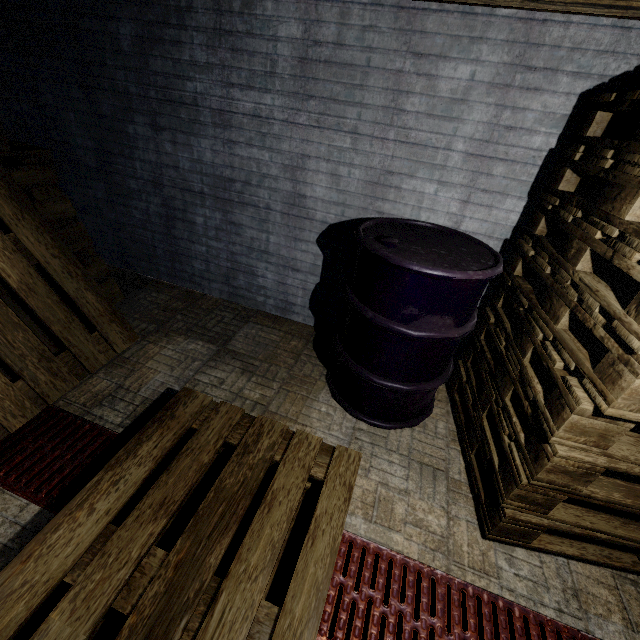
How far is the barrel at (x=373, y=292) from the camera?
1.43m

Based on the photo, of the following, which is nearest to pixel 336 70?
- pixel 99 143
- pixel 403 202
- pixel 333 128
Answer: pixel 333 128

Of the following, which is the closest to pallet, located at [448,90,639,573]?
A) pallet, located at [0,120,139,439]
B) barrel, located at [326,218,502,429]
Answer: barrel, located at [326,218,502,429]

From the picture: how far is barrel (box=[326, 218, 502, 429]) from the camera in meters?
1.4

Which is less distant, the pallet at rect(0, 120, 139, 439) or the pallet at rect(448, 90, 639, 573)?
the pallet at rect(448, 90, 639, 573)

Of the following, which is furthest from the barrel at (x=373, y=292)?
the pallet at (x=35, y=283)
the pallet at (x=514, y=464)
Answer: the pallet at (x=35, y=283)

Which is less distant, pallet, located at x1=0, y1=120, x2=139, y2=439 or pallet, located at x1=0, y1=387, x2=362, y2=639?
pallet, located at x1=0, y1=387, x2=362, y2=639
